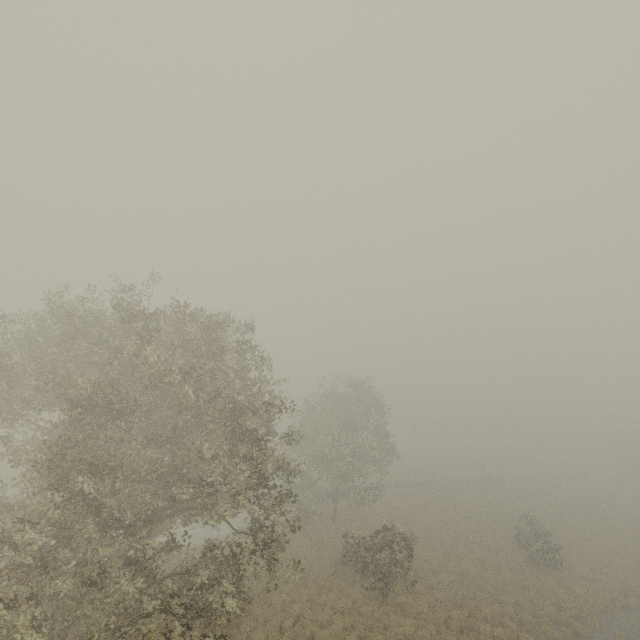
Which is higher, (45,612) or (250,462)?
(250,462)
